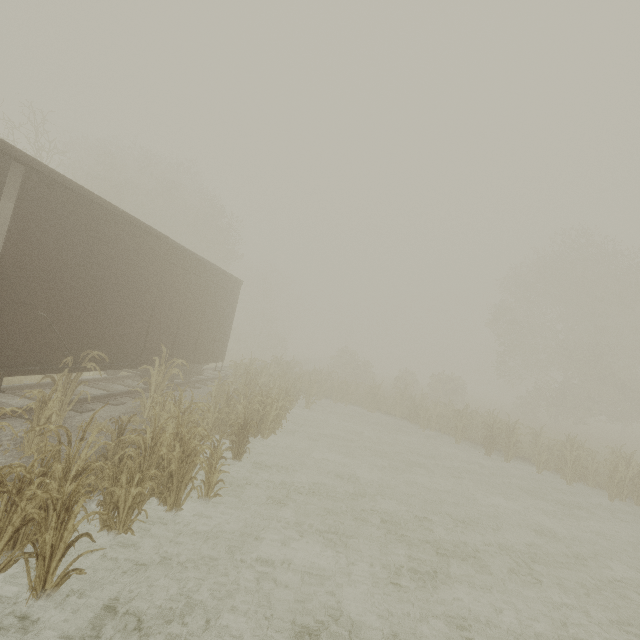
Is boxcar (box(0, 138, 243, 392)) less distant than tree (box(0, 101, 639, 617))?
No

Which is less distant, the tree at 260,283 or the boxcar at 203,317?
the tree at 260,283

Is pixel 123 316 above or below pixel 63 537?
above
